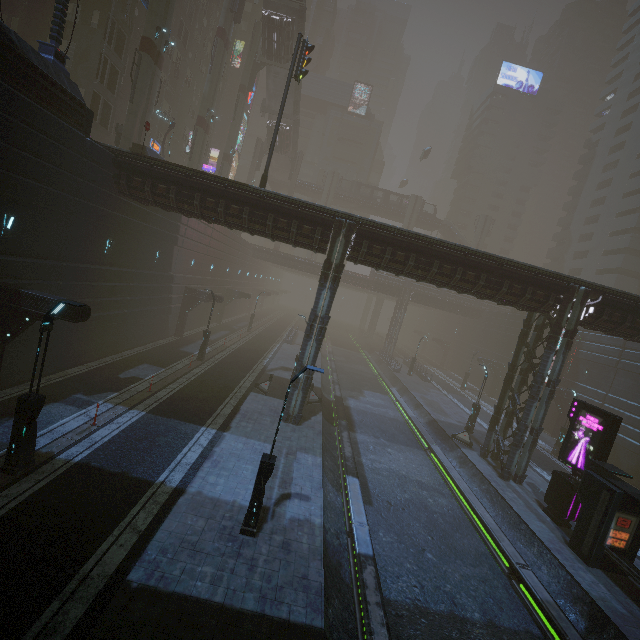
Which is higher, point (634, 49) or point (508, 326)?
point (634, 49)

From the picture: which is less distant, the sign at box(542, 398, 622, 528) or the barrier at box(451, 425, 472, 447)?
the sign at box(542, 398, 622, 528)

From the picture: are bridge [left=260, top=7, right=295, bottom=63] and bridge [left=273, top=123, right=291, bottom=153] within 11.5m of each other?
yes

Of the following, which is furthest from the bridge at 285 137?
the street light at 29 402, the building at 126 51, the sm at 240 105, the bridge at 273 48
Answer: the street light at 29 402

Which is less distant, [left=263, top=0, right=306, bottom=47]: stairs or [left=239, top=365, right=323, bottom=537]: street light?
[left=239, top=365, right=323, bottom=537]: street light

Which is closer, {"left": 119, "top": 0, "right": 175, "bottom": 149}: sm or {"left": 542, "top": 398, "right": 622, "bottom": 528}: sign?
{"left": 542, "top": 398, "right": 622, "bottom": 528}: sign

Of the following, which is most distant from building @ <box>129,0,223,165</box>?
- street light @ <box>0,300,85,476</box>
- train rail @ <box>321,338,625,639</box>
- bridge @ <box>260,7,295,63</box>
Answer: bridge @ <box>260,7,295,63</box>

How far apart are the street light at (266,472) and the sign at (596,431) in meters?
14.2 m
